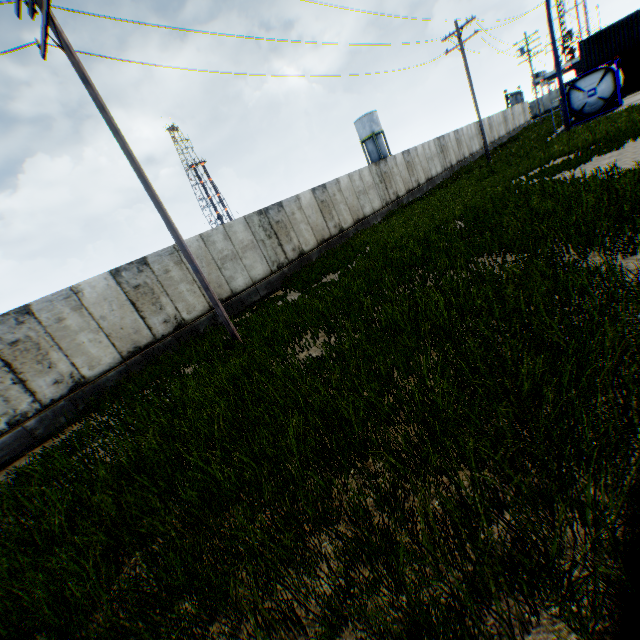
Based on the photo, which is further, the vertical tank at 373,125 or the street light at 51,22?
the vertical tank at 373,125

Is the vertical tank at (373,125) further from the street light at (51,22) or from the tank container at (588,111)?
the street light at (51,22)

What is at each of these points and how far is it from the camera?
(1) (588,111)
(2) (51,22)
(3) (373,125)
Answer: (1) tank container, 23.1m
(2) street light, 6.9m
(3) vertical tank, 52.8m

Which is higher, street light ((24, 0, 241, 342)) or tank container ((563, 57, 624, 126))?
street light ((24, 0, 241, 342))

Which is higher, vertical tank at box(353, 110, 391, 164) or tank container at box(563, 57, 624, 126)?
vertical tank at box(353, 110, 391, 164)

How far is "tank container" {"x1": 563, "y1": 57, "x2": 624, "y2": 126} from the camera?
21.8 meters

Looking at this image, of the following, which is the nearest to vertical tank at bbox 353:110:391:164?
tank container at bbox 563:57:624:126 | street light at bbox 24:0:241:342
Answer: tank container at bbox 563:57:624:126

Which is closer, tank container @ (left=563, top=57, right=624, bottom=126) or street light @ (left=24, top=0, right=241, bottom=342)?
street light @ (left=24, top=0, right=241, bottom=342)
